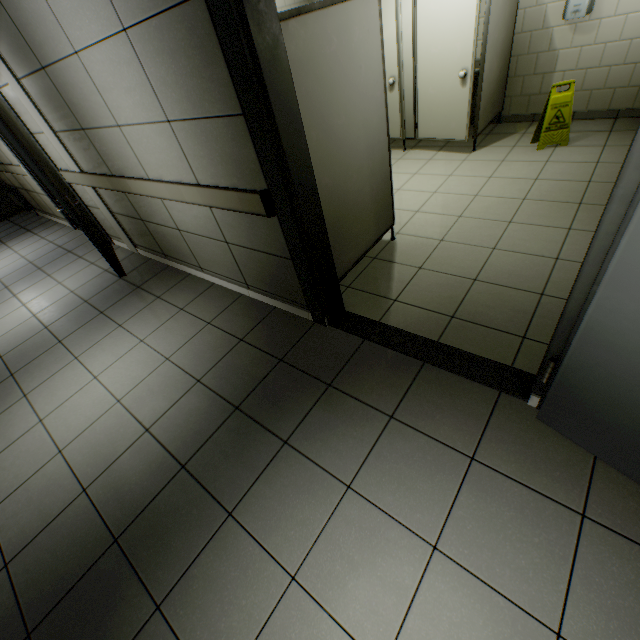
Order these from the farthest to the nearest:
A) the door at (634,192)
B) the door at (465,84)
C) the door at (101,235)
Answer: the door at (465,84)
the door at (101,235)
the door at (634,192)

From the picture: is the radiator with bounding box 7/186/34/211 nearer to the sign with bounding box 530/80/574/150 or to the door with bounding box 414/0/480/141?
the door with bounding box 414/0/480/141

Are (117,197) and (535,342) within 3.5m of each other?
no

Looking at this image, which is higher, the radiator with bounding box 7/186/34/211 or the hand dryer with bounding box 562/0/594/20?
the hand dryer with bounding box 562/0/594/20

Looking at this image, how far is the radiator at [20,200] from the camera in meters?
7.1

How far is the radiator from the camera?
7.1m

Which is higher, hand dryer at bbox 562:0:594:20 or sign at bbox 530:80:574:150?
hand dryer at bbox 562:0:594:20

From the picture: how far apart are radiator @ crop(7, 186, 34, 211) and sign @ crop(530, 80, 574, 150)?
10.0m
